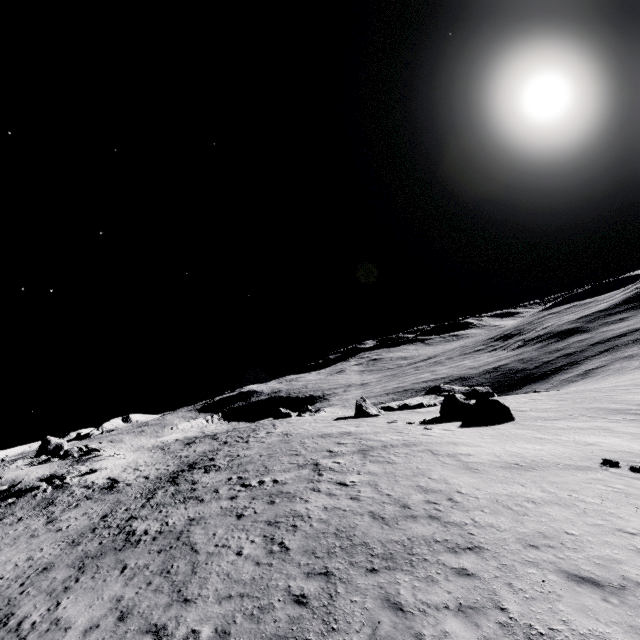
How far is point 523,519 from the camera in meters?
9.6
